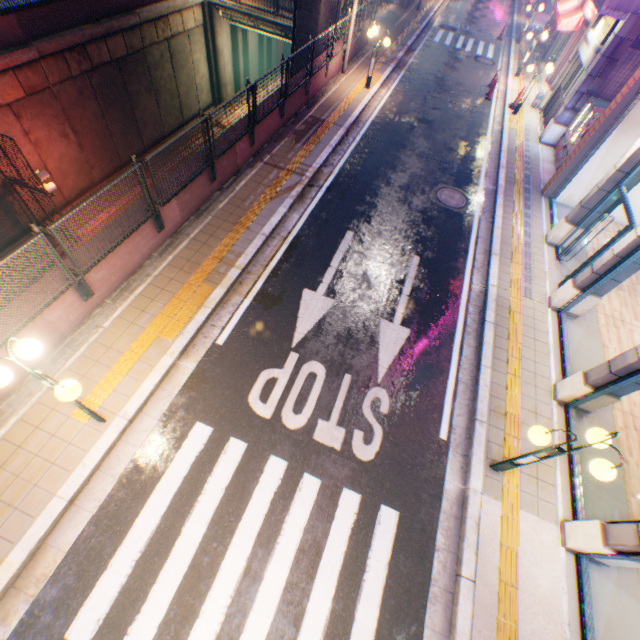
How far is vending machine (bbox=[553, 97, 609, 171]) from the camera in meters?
12.0 m

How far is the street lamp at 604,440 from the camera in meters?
4.3

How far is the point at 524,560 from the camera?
5.4 meters

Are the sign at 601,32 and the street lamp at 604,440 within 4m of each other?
no

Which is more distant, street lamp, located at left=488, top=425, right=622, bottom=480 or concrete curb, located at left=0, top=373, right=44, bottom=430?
concrete curb, located at left=0, top=373, right=44, bottom=430

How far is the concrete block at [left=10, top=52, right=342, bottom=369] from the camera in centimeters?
601cm

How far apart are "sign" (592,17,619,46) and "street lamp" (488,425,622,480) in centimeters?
1600cm

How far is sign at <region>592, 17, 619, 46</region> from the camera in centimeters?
1203cm
